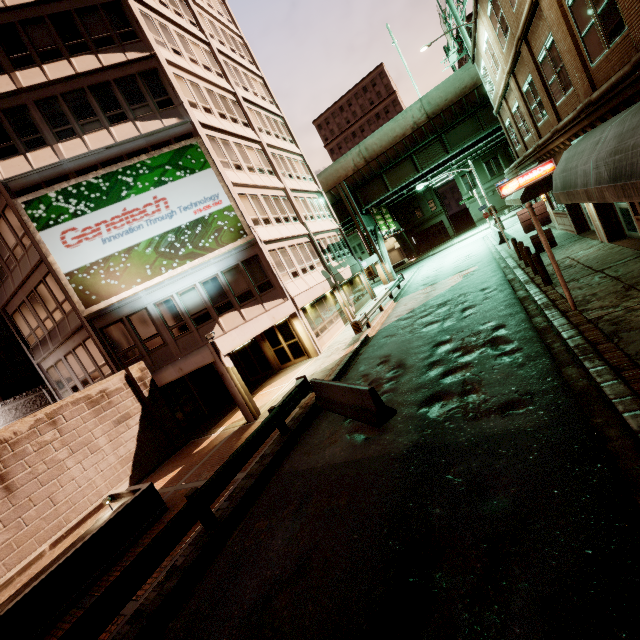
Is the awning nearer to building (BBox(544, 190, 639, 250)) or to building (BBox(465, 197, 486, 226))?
building (BBox(544, 190, 639, 250))

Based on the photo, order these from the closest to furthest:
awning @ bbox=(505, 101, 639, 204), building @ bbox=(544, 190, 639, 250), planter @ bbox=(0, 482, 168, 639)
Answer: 1. awning @ bbox=(505, 101, 639, 204)
2. planter @ bbox=(0, 482, 168, 639)
3. building @ bbox=(544, 190, 639, 250)

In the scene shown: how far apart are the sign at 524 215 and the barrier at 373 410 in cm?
539

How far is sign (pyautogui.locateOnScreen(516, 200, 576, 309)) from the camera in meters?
8.3

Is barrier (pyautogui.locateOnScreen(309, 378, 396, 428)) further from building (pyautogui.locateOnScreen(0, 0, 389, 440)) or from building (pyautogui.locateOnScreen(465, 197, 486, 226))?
building (pyautogui.locateOnScreen(465, 197, 486, 226))

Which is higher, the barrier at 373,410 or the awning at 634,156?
the awning at 634,156

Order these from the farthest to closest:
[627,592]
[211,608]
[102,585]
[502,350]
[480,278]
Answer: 1. [480,278]
2. [502,350]
3. [102,585]
4. [211,608]
5. [627,592]

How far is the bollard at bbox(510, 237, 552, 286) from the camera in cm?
1105
